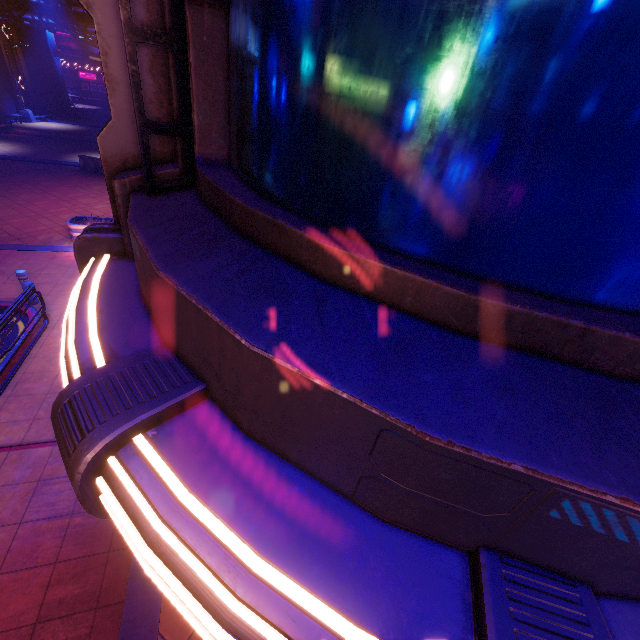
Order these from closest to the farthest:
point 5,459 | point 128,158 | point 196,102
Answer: point 196,102 < point 128,158 < point 5,459

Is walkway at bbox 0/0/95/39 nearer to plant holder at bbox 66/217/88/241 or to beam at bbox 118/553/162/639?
plant holder at bbox 66/217/88/241

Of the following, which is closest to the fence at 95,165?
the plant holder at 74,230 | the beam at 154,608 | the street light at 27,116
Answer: the plant holder at 74,230

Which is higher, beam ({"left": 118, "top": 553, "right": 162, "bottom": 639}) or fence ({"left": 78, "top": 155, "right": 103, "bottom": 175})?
fence ({"left": 78, "top": 155, "right": 103, "bottom": 175})

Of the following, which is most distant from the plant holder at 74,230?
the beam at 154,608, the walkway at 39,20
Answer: the walkway at 39,20

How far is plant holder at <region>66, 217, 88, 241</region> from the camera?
12.41m

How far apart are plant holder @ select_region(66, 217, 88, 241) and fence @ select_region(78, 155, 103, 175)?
10.31m

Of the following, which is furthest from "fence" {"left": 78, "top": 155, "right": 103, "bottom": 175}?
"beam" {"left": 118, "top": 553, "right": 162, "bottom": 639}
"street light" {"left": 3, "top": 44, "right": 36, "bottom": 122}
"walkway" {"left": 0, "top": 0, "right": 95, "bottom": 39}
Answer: "street light" {"left": 3, "top": 44, "right": 36, "bottom": 122}
